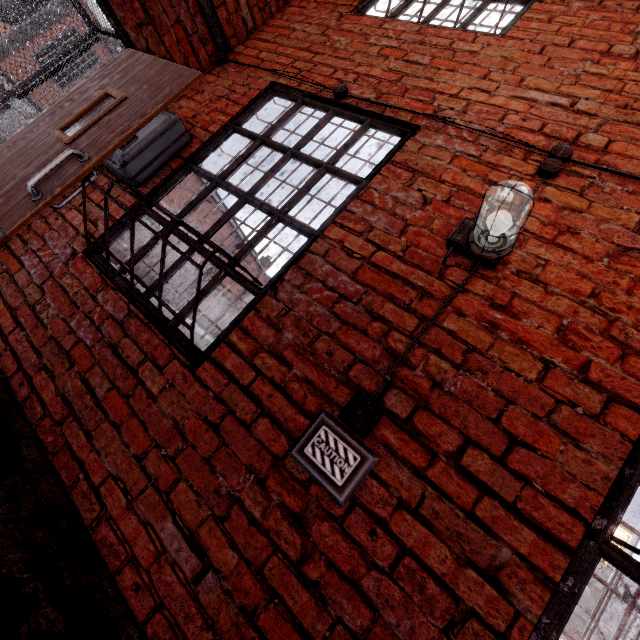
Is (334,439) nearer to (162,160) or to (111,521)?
(111,521)

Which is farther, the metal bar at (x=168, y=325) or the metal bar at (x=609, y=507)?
the metal bar at (x=168, y=325)

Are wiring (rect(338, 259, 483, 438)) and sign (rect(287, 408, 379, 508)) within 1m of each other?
yes

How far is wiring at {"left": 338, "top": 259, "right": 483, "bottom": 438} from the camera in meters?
1.3 m

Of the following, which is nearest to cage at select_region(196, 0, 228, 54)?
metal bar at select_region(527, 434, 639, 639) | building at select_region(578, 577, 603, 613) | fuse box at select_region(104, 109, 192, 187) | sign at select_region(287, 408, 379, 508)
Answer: fuse box at select_region(104, 109, 192, 187)

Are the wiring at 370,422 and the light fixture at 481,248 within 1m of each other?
yes

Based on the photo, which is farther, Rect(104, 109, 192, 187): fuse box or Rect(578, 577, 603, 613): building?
Rect(578, 577, 603, 613): building

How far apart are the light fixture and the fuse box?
2.1 meters
